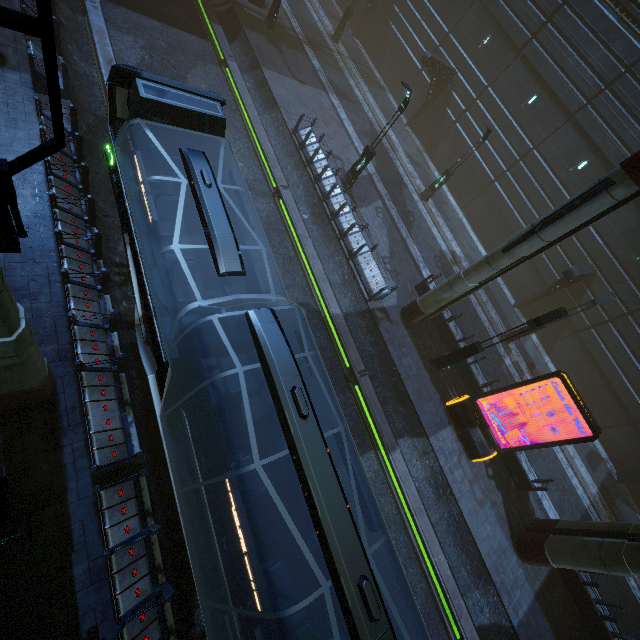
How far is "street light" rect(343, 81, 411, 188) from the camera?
14.4 meters

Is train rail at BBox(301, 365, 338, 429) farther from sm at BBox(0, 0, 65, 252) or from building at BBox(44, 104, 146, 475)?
sm at BBox(0, 0, 65, 252)

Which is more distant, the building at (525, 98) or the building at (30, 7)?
the building at (525, 98)

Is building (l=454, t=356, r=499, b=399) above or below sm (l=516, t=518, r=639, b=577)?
below

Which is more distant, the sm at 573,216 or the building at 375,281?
the building at 375,281

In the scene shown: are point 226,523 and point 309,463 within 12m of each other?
yes

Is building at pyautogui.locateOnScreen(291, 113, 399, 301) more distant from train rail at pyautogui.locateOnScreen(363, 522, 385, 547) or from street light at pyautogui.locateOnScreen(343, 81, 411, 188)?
street light at pyautogui.locateOnScreen(343, 81, 411, 188)

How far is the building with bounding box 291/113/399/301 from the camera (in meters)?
15.16
